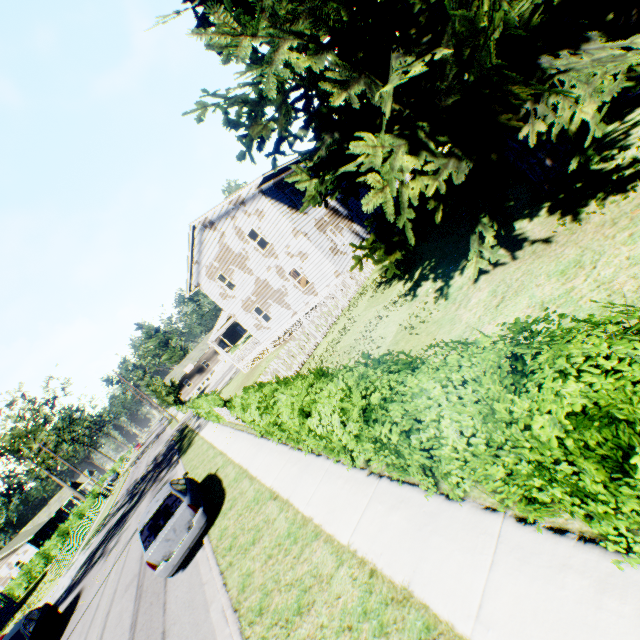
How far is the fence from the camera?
26.8m

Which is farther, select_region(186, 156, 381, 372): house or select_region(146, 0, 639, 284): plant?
select_region(186, 156, 381, 372): house

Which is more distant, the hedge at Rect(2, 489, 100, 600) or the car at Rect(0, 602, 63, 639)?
the hedge at Rect(2, 489, 100, 600)

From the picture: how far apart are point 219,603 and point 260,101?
10.4m

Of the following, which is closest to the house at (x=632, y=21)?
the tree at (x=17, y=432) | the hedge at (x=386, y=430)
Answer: the hedge at (x=386, y=430)

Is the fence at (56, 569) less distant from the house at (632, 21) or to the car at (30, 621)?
the car at (30, 621)

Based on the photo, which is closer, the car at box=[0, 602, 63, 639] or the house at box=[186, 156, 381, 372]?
the car at box=[0, 602, 63, 639]

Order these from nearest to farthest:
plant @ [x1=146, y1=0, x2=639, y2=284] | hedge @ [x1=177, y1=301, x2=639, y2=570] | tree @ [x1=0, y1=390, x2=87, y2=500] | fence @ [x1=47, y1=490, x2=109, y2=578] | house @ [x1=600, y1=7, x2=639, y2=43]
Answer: hedge @ [x1=177, y1=301, x2=639, y2=570], plant @ [x1=146, y1=0, x2=639, y2=284], house @ [x1=600, y1=7, x2=639, y2=43], fence @ [x1=47, y1=490, x2=109, y2=578], tree @ [x1=0, y1=390, x2=87, y2=500]
